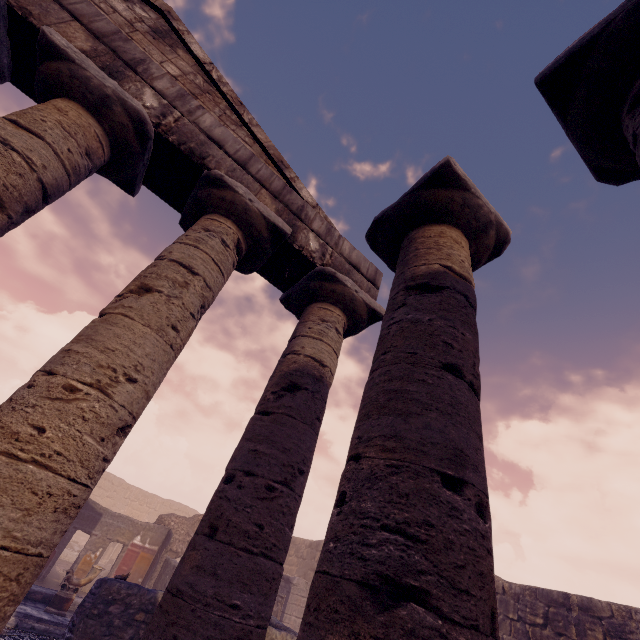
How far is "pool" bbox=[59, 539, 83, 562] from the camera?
17.75m

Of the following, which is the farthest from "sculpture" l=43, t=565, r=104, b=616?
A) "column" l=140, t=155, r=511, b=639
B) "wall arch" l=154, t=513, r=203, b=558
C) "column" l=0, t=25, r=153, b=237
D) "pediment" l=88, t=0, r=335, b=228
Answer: "column" l=140, t=155, r=511, b=639

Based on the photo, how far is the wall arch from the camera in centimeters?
1570cm

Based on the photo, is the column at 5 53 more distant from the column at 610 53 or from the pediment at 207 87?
the column at 610 53

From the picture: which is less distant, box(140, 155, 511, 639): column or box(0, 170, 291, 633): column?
box(140, 155, 511, 639): column

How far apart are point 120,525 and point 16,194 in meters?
15.8

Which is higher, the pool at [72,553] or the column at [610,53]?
the column at [610,53]

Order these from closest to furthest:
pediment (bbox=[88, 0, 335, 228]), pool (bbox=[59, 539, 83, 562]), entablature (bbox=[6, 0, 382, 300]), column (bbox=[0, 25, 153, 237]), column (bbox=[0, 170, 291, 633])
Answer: column (bbox=[0, 170, 291, 633])
column (bbox=[0, 25, 153, 237])
entablature (bbox=[6, 0, 382, 300])
pediment (bbox=[88, 0, 335, 228])
pool (bbox=[59, 539, 83, 562])
